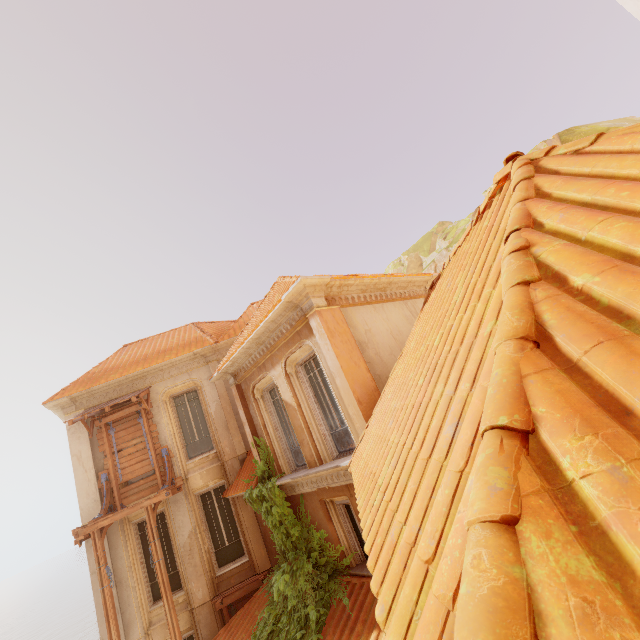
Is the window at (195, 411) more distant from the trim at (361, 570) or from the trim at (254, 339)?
the trim at (361, 570)

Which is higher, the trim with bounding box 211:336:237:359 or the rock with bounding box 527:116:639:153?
the rock with bounding box 527:116:639:153

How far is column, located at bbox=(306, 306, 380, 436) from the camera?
6.8m

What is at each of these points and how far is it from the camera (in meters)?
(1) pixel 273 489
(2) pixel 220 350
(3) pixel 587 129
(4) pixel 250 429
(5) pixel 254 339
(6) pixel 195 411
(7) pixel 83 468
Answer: (1) plant, 9.02
(2) trim, 13.53
(3) rock, 16.52
(4) column, 10.48
(5) trim, 9.12
(6) window, 13.11
(7) column, 11.52

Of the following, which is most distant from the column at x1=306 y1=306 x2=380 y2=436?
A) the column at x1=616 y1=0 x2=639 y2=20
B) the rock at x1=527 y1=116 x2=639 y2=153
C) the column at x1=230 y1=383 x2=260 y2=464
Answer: the rock at x1=527 y1=116 x2=639 y2=153

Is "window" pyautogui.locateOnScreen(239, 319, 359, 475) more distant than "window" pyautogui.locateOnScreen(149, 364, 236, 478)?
No

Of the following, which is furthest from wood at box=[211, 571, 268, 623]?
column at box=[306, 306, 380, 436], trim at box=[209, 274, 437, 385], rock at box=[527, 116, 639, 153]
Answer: rock at box=[527, 116, 639, 153]

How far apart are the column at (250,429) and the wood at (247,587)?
4.0 meters
